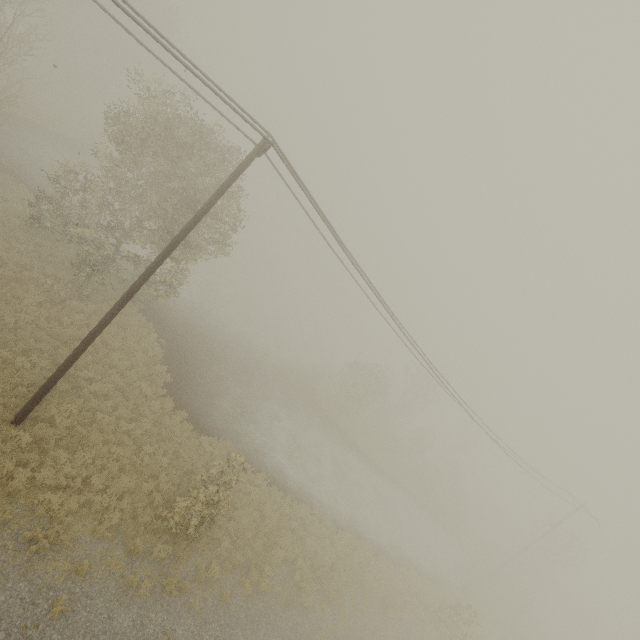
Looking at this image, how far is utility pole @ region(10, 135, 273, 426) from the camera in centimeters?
930cm

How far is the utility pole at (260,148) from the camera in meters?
9.3

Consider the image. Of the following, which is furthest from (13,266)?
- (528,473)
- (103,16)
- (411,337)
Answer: (103,16)
